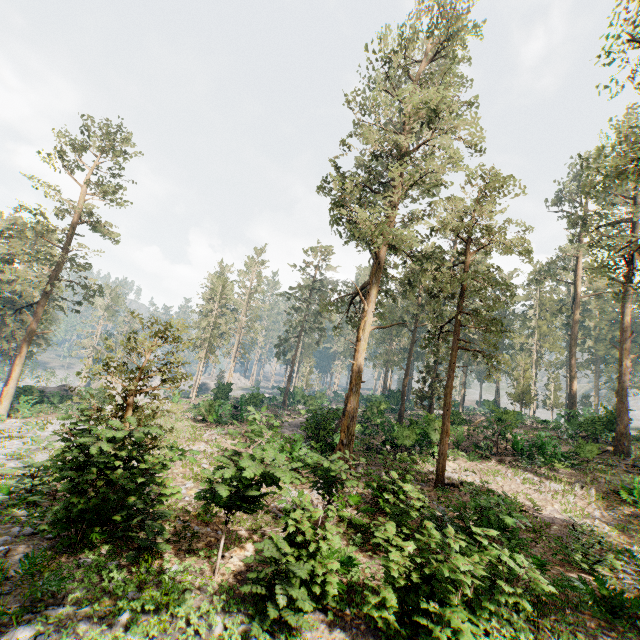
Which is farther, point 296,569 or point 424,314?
point 424,314

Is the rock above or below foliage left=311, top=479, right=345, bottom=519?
below

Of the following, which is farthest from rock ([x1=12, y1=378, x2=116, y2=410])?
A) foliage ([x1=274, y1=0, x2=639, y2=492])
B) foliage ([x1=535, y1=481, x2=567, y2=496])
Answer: foliage ([x1=535, y1=481, x2=567, y2=496])

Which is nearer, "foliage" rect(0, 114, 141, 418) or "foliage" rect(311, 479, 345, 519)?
"foliage" rect(311, 479, 345, 519)

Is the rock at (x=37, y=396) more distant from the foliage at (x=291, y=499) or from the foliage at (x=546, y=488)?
the foliage at (x=546, y=488)

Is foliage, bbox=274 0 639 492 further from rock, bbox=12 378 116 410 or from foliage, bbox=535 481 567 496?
foliage, bbox=535 481 567 496

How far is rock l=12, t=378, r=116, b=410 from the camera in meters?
29.2
